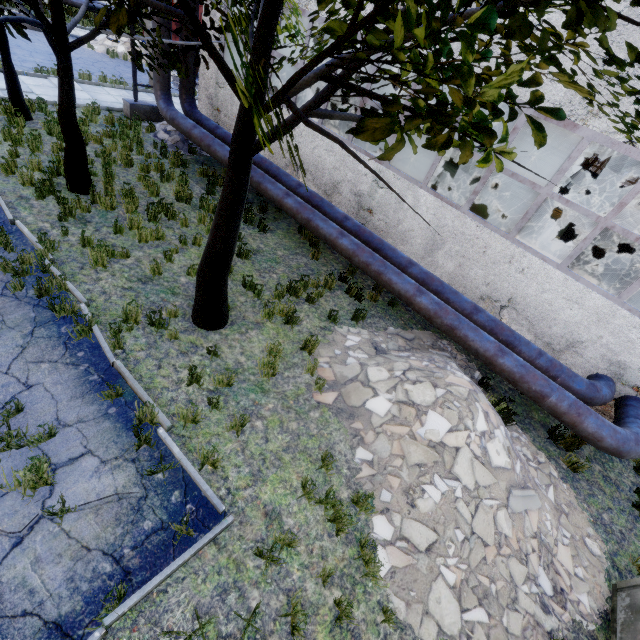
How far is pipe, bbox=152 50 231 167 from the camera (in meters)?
10.58

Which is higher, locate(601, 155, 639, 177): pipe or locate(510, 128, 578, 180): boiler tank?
locate(601, 155, 639, 177): pipe

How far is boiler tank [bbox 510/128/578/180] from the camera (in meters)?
14.53

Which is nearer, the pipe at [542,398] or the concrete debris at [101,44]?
the pipe at [542,398]

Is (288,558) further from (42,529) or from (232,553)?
(42,529)

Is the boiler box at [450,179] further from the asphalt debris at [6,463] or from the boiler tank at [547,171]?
the asphalt debris at [6,463]

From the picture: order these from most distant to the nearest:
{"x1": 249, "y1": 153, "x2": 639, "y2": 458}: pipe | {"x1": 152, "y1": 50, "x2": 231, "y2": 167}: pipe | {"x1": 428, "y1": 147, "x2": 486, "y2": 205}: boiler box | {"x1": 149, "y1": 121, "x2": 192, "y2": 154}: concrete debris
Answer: {"x1": 149, "y1": 121, "x2": 192, "y2": 154}: concrete debris
{"x1": 152, "y1": 50, "x2": 231, "y2": 167}: pipe
{"x1": 428, "y1": 147, "x2": 486, "y2": 205}: boiler box
{"x1": 249, "y1": 153, "x2": 639, "y2": 458}: pipe

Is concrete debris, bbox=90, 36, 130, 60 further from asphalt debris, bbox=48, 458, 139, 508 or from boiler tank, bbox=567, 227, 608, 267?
asphalt debris, bbox=48, 458, 139, 508
